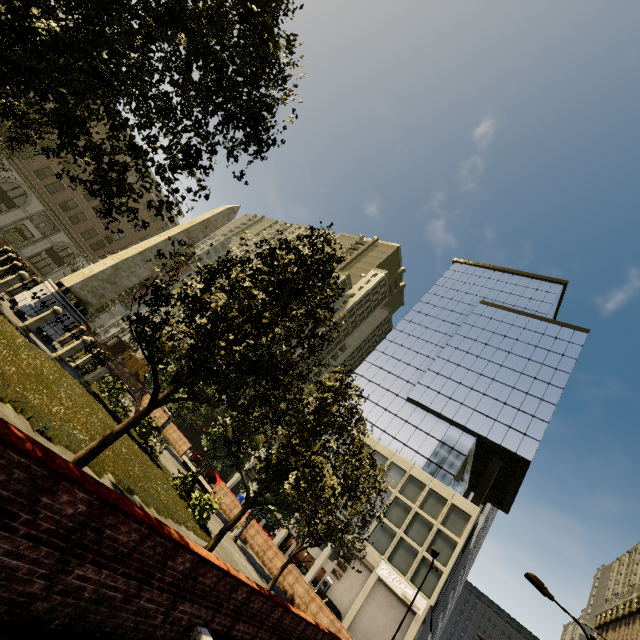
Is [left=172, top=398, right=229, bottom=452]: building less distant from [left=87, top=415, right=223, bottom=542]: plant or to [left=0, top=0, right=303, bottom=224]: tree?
[left=0, top=0, right=303, bottom=224]: tree

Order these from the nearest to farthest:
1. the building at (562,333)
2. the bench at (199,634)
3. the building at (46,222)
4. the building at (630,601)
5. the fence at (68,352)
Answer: the bench at (199,634) < the fence at (68,352) < the building at (562,333) < the building at (46,222) < the building at (630,601)

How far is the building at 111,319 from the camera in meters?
47.2 m

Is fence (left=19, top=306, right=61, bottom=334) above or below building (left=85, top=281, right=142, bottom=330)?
below

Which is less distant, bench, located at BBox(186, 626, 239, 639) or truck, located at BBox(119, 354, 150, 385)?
bench, located at BBox(186, 626, 239, 639)

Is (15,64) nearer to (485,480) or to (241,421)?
(241,421)

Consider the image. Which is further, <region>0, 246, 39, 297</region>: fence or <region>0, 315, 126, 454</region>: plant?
<region>0, 246, 39, 297</region>: fence

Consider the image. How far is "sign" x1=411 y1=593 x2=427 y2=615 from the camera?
28.4m
